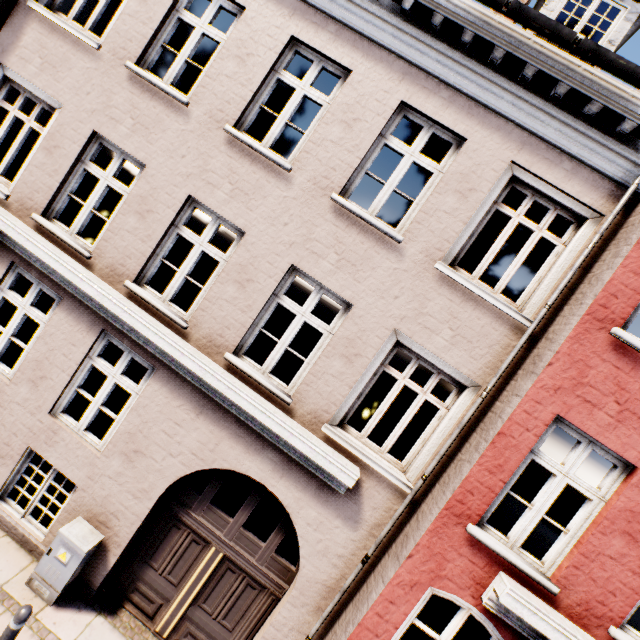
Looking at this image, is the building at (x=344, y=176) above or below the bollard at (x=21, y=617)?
above

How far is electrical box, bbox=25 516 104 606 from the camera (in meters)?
4.75

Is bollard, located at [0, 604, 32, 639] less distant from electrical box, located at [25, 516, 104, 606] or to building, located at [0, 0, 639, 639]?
electrical box, located at [25, 516, 104, 606]

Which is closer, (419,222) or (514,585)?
(514,585)

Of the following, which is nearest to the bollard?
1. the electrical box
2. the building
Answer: the electrical box

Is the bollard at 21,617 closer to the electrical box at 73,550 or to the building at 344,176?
the electrical box at 73,550
